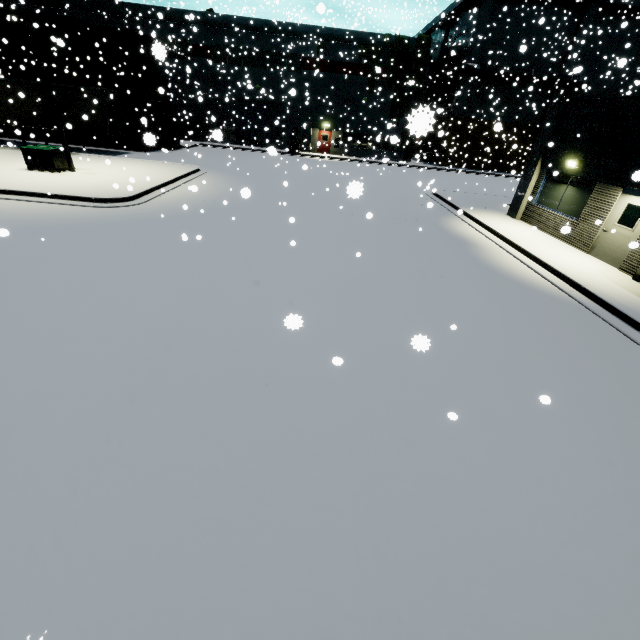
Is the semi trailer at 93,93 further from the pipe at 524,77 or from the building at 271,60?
the pipe at 524,77

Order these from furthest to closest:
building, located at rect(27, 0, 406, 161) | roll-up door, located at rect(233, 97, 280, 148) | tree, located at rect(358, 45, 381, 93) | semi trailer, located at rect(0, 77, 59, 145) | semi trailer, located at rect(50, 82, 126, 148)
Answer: roll-up door, located at rect(233, 97, 280, 148)
tree, located at rect(358, 45, 381, 93)
building, located at rect(27, 0, 406, 161)
semi trailer, located at rect(50, 82, 126, 148)
semi trailer, located at rect(0, 77, 59, 145)

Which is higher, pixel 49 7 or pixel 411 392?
pixel 49 7

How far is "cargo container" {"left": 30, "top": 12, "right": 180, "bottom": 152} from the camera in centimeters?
2274cm

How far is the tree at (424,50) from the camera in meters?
31.2

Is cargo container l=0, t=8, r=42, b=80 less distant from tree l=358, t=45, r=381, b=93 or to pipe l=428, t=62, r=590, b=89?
tree l=358, t=45, r=381, b=93

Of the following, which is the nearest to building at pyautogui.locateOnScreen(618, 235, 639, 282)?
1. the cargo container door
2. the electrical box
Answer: the cargo container door

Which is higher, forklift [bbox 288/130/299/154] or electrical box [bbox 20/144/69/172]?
forklift [bbox 288/130/299/154]
